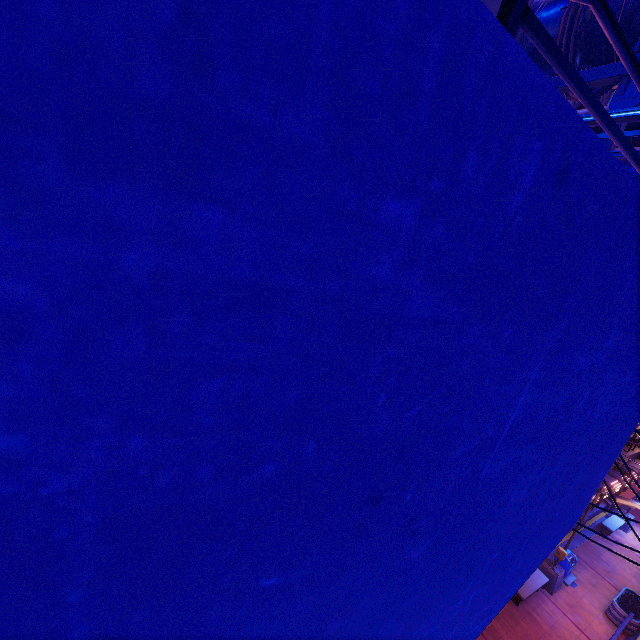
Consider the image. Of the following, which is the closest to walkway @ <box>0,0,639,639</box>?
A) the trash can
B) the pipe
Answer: the pipe

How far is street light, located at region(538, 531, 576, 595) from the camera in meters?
15.3 m

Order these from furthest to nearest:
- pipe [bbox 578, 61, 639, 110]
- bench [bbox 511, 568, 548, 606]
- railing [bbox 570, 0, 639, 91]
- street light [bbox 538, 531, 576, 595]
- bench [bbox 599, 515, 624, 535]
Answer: bench [bbox 599, 515, 624, 535]
street light [bbox 538, 531, 576, 595]
bench [bbox 511, 568, 548, 606]
pipe [bbox 578, 61, 639, 110]
railing [bbox 570, 0, 639, 91]

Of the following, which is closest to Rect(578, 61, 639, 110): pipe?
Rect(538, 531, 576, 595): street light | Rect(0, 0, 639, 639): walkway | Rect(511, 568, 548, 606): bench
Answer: Rect(0, 0, 639, 639): walkway

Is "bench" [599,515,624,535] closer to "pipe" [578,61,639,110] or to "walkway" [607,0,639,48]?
"pipe" [578,61,639,110]

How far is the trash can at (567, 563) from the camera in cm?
1616

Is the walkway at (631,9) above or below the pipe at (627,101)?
above

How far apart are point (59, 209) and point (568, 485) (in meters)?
3.63
